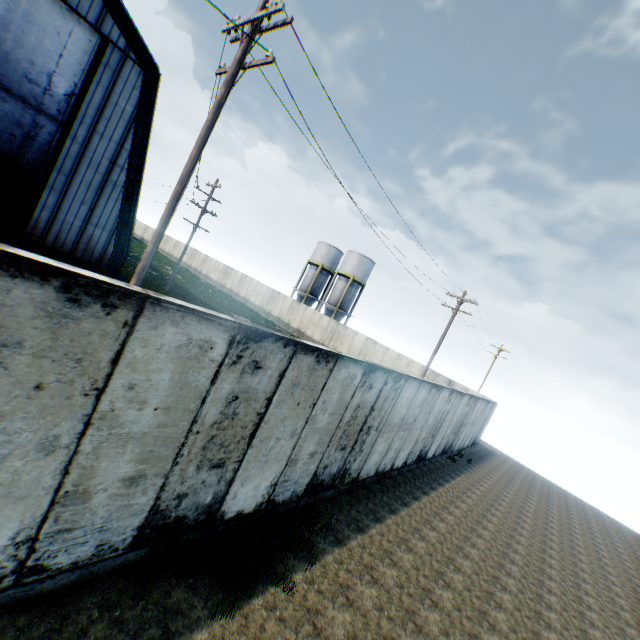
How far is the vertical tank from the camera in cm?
4103

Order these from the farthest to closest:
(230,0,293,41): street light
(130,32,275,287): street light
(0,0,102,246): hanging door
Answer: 1. (0,0,102,246): hanging door
2. (130,32,275,287): street light
3. (230,0,293,41): street light

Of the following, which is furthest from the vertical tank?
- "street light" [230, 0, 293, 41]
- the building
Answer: "street light" [230, 0, 293, 41]

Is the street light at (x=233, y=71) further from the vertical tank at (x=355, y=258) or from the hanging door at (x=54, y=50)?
the vertical tank at (x=355, y=258)

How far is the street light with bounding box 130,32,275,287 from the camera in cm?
700

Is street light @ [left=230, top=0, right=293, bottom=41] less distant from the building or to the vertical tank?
the building

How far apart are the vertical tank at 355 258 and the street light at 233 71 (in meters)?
33.30

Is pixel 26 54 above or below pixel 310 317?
above
